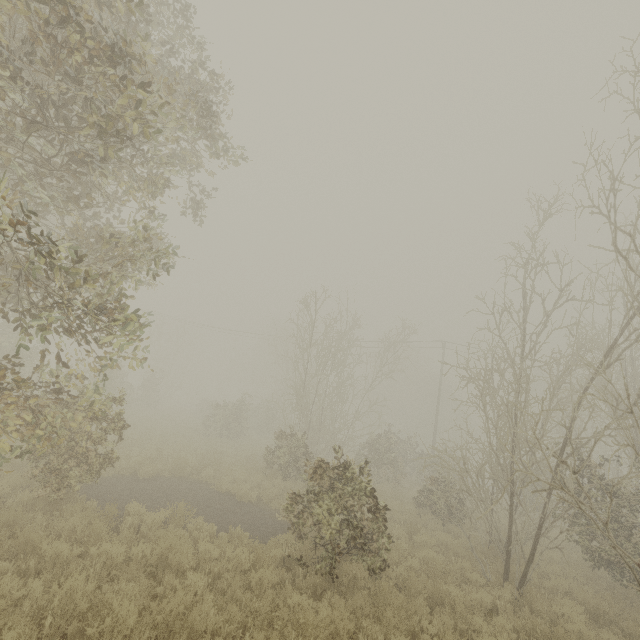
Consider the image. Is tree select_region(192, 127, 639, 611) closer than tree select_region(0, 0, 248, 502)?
No

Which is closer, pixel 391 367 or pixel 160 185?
pixel 160 185

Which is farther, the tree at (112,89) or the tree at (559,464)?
the tree at (559,464)
